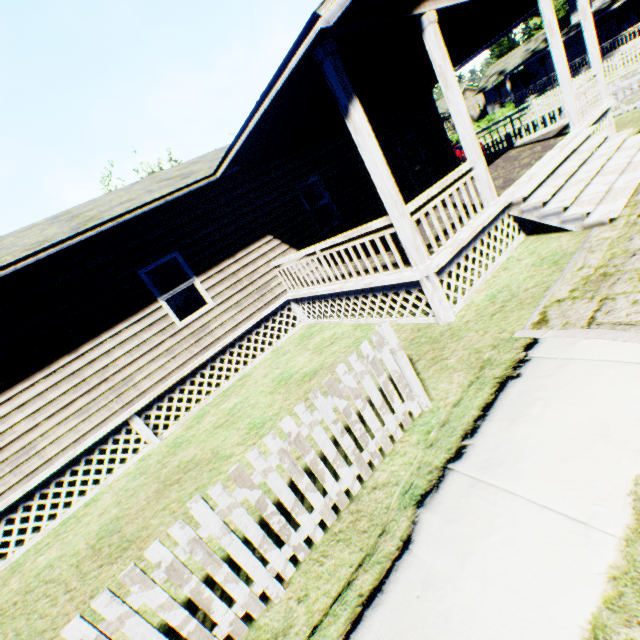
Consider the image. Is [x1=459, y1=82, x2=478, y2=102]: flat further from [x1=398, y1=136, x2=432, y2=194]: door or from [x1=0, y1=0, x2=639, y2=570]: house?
[x1=398, y1=136, x2=432, y2=194]: door

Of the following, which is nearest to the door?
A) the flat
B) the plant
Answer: the flat

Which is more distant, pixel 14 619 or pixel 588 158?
pixel 588 158

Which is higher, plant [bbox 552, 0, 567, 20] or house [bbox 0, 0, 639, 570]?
plant [bbox 552, 0, 567, 20]

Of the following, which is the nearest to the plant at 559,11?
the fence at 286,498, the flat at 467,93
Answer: the flat at 467,93

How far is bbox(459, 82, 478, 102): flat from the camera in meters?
44.7 m

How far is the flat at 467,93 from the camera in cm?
4466

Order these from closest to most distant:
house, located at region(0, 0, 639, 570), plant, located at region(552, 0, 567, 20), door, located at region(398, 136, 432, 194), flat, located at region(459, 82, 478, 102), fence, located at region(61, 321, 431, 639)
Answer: fence, located at region(61, 321, 431, 639), house, located at region(0, 0, 639, 570), door, located at region(398, 136, 432, 194), plant, located at region(552, 0, 567, 20), flat, located at region(459, 82, 478, 102)
